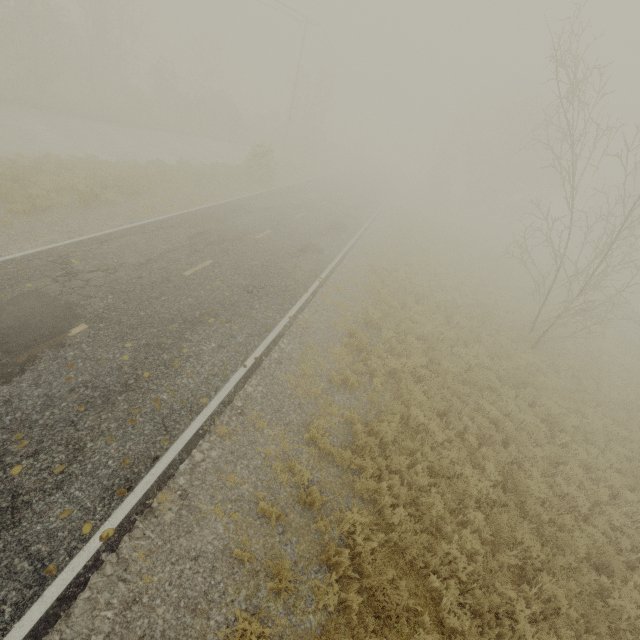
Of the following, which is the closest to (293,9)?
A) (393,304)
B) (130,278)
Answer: (393,304)
